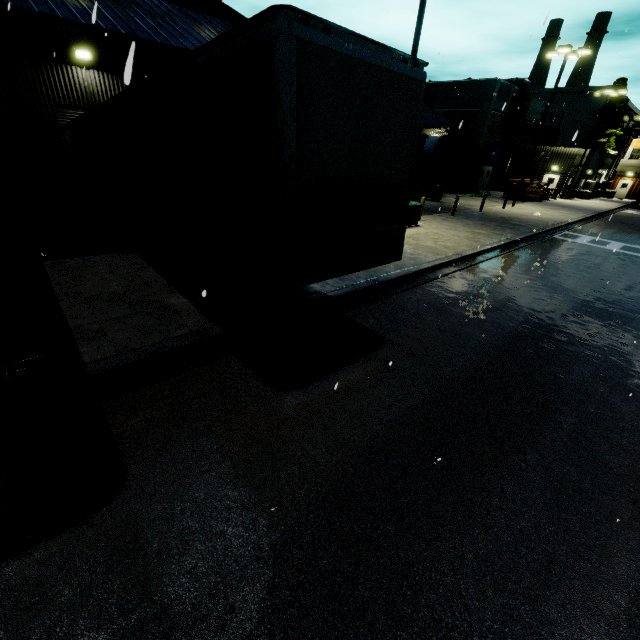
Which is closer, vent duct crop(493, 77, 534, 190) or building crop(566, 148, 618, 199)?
building crop(566, 148, 618, 199)

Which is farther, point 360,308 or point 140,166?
point 360,308

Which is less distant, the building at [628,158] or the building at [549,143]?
the building at [549,143]

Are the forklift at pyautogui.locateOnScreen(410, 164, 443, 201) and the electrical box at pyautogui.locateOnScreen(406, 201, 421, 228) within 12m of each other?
yes

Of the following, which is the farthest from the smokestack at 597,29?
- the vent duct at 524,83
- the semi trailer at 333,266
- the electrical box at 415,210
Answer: the electrical box at 415,210

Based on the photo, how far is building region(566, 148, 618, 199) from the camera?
33.7m

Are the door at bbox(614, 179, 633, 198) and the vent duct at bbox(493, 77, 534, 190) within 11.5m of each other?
no
